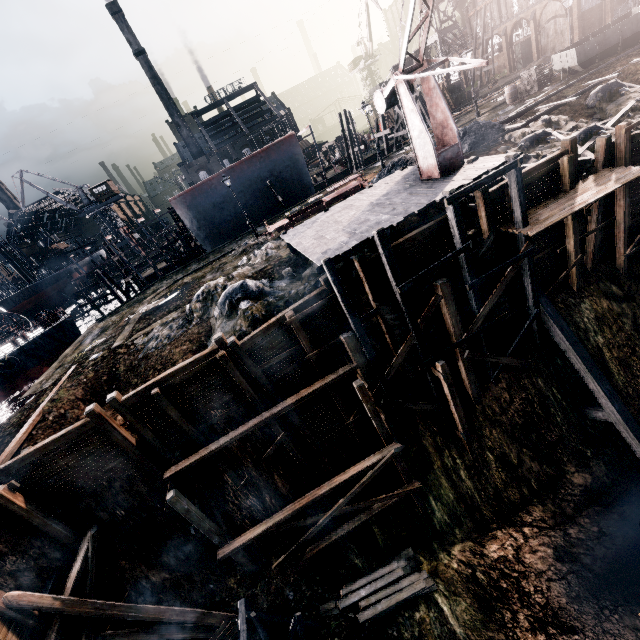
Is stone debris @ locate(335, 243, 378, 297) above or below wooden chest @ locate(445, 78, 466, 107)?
below

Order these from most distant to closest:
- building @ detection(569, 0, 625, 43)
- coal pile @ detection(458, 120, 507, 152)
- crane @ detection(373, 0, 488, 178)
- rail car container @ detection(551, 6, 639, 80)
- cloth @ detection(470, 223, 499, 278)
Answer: building @ detection(569, 0, 625, 43)
rail car container @ detection(551, 6, 639, 80)
coal pile @ detection(458, 120, 507, 152)
cloth @ detection(470, 223, 499, 278)
crane @ detection(373, 0, 488, 178)

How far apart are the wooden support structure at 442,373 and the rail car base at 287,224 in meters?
14.9

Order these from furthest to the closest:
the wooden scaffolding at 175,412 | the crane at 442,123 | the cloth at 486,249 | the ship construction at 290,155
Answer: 1. the ship construction at 290,155
2. the cloth at 486,249
3. the wooden scaffolding at 175,412
4. the crane at 442,123

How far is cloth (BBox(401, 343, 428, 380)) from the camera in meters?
14.4 m

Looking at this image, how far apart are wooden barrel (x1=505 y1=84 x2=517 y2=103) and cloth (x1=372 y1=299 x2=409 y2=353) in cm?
2947

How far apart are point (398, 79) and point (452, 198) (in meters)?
6.06

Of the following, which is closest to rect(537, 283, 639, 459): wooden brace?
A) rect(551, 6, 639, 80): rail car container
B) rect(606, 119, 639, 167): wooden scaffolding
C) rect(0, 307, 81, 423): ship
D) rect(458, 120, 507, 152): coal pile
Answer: rect(606, 119, 639, 167): wooden scaffolding
